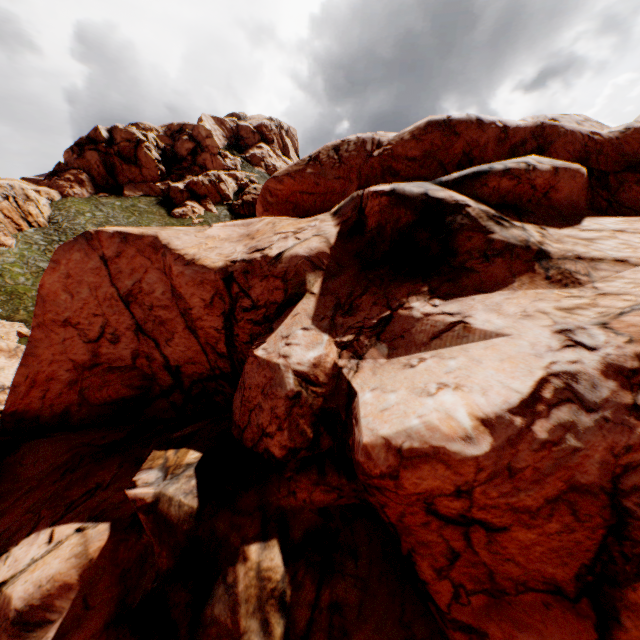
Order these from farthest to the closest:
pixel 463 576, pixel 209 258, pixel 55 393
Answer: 1. pixel 55 393
2. pixel 209 258
3. pixel 463 576

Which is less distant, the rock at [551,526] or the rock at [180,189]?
the rock at [551,526]

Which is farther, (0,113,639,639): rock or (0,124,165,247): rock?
(0,124,165,247): rock

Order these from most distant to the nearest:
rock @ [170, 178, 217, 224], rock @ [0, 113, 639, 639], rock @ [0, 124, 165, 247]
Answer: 1. rock @ [170, 178, 217, 224]
2. rock @ [0, 124, 165, 247]
3. rock @ [0, 113, 639, 639]

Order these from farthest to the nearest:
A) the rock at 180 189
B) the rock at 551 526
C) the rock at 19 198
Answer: the rock at 180 189 < the rock at 19 198 < the rock at 551 526

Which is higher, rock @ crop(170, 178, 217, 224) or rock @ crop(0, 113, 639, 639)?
rock @ crop(170, 178, 217, 224)
